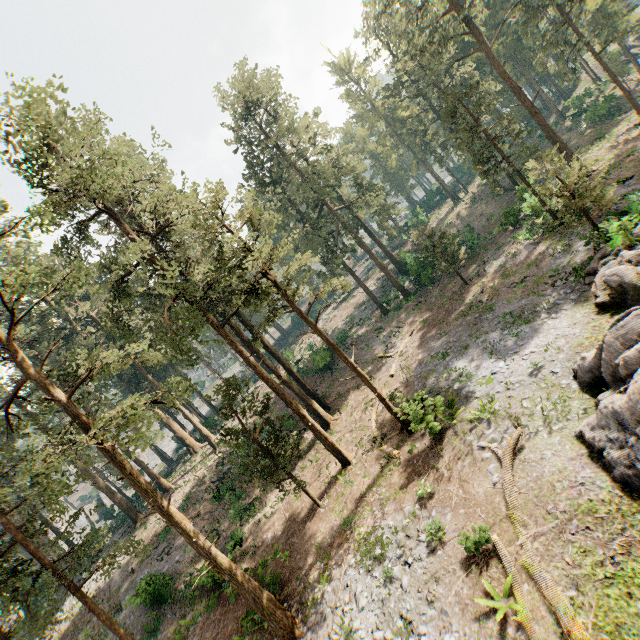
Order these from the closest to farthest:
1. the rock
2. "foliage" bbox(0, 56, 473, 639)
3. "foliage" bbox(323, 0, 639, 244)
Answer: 1. the rock
2. "foliage" bbox(0, 56, 473, 639)
3. "foliage" bbox(323, 0, 639, 244)

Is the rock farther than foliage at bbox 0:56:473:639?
No

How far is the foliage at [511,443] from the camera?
11.0m

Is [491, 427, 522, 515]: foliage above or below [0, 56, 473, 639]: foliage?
below

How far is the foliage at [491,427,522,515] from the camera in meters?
11.0

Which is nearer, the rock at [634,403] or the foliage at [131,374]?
the rock at [634,403]

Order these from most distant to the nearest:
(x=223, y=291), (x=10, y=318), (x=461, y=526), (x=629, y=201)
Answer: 1. (x=10, y=318)
2. (x=223, y=291)
3. (x=629, y=201)
4. (x=461, y=526)
